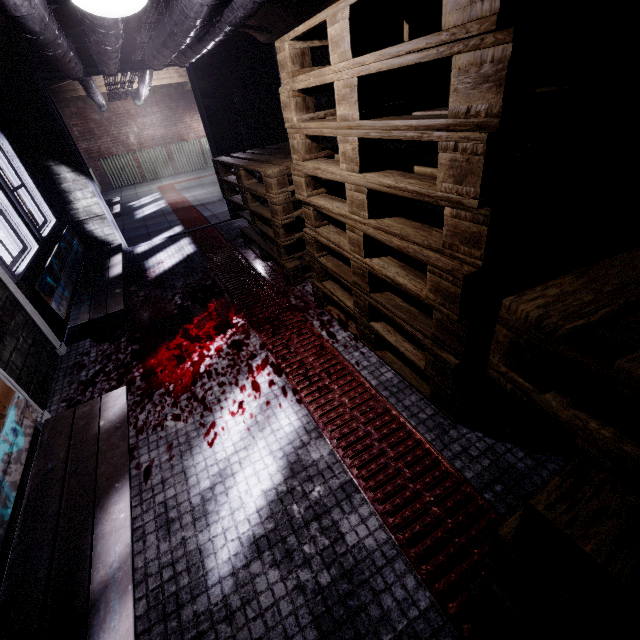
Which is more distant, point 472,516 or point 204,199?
point 204,199

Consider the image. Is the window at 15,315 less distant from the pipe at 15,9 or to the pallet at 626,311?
the pipe at 15,9

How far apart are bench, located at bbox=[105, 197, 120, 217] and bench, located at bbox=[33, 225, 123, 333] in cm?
174

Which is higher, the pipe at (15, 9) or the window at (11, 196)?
the pipe at (15, 9)

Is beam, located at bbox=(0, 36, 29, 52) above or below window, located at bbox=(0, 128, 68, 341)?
above

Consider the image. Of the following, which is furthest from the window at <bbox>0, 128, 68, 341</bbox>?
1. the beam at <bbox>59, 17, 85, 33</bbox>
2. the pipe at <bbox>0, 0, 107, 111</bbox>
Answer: the pipe at <bbox>0, 0, 107, 111</bbox>

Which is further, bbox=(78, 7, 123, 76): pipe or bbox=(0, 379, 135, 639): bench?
bbox=(78, 7, 123, 76): pipe

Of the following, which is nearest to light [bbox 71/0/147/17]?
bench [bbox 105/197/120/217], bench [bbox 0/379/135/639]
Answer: bench [bbox 0/379/135/639]
